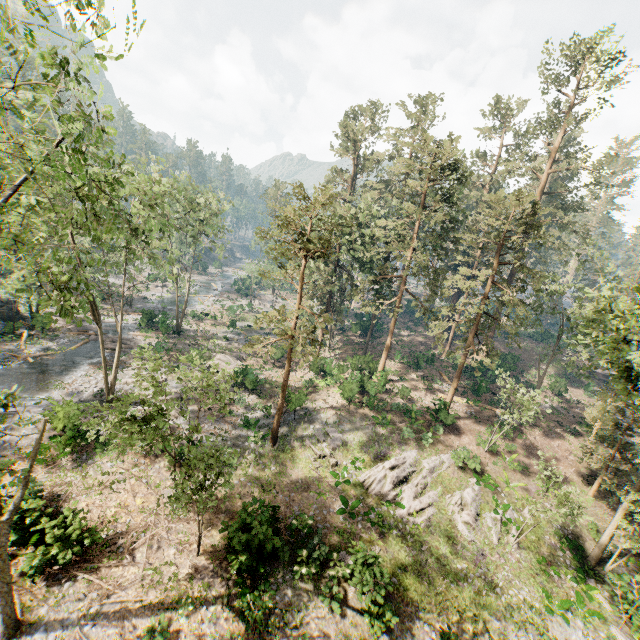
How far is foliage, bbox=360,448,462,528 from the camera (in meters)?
Answer: 20.12

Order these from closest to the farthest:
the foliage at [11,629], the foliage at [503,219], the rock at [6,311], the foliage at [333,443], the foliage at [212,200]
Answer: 1. the foliage at [212,200]
2. the foliage at [11,629]
3. the foliage at [503,219]
4. the foliage at [333,443]
5. the rock at [6,311]

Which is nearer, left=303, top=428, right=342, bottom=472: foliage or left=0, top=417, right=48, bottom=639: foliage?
left=0, top=417, right=48, bottom=639: foliage

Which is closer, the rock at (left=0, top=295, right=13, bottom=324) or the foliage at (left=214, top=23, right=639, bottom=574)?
the foliage at (left=214, top=23, right=639, bottom=574)

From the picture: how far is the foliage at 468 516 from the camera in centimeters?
1994cm

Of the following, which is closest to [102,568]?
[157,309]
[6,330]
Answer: [6,330]
